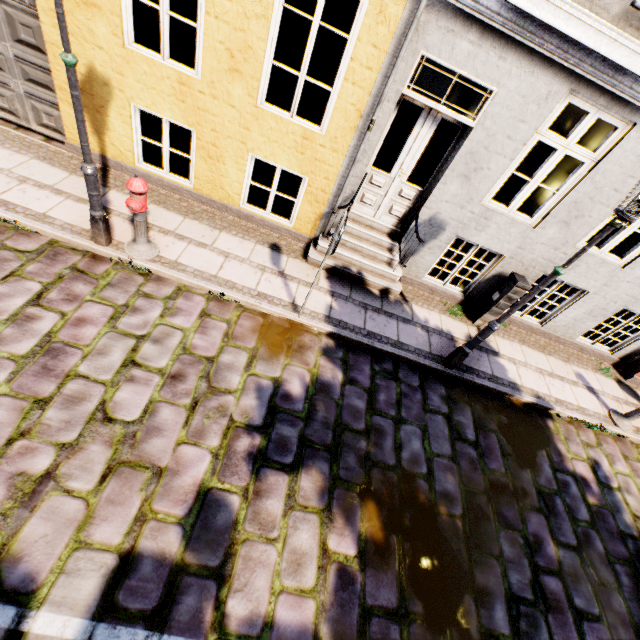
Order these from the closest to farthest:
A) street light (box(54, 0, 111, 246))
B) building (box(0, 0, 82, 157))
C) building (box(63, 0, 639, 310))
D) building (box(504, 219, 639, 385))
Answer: street light (box(54, 0, 111, 246)), building (box(63, 0, 639, 310)), building (box(0, 0, 82, 157)), building (box(504, 219, 639, 385))

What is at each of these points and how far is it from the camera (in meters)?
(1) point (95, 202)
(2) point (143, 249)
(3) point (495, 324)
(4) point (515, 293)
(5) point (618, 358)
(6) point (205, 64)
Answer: (1) street light, 4.31
(2) hydrant, 4.93
(3) street light, 4.84
(4) electrical box, 6.10
(5) building, 7.64
(6) building, 4.67

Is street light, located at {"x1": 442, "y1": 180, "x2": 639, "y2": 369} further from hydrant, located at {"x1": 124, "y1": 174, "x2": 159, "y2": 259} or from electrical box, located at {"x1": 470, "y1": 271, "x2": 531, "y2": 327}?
hydrant, located at {"x1": 124, "y1": 174, "x2": 159, "y2": 259}

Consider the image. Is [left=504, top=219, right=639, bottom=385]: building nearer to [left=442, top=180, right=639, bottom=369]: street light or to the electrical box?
the electrical box

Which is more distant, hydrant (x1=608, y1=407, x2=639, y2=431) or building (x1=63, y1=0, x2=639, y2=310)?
hydrant (x1=608, y1=407, x2=639, y2=431)

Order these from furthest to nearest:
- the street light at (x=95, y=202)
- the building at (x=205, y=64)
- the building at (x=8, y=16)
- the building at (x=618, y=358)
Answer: the building at (x=618, y=358) < the building at (x=8, y=16) < the building at (x=205, y=64) < the street light at (x=95, y=202)

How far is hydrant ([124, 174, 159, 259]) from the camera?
4.2m

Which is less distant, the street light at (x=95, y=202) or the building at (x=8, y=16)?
the street light at (x=95, y=202)
